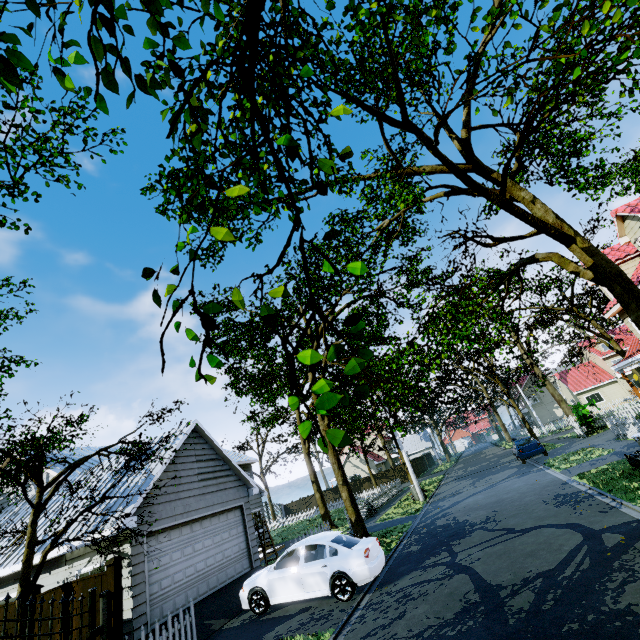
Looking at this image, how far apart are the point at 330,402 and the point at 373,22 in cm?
974

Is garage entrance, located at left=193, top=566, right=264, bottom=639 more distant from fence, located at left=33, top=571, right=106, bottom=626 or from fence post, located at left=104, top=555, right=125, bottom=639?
fence post, located at left=104, top=555, right=125, bottom=639

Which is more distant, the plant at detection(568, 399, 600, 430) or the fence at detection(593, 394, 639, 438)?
the plant at detection(568, 399, 600, 430)

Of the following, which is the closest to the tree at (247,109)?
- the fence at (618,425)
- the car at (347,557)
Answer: the fence at (618,425)

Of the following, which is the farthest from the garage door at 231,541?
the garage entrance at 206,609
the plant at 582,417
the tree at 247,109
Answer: the plant at 582,417

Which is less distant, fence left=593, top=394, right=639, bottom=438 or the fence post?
the fence post

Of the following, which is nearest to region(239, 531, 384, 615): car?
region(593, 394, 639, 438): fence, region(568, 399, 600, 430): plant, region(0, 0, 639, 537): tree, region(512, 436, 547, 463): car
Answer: region(593, 394, 639, 438): fence

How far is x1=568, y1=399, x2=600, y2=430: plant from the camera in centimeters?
2370cm
